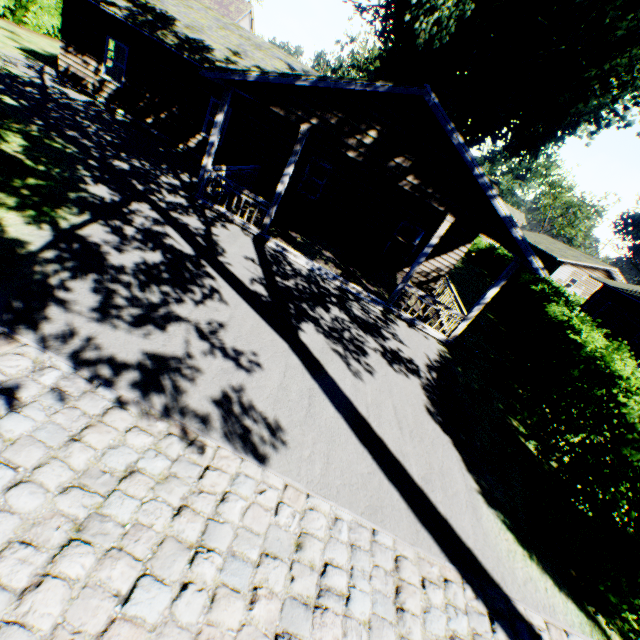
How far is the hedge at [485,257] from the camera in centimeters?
2542cm

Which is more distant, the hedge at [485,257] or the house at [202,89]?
the hedge at [485,257]

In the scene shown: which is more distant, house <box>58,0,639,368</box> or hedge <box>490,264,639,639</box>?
house <box>58,0,639,368</box>

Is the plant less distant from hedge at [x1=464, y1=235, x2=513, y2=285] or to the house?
the house

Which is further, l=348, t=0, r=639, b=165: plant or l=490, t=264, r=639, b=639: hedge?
l=348, t=0, r=639, b=165: plant

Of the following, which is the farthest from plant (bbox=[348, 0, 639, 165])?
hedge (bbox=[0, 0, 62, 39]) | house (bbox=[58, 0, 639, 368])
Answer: hedge (bbox=[0, 0, 62, 39])

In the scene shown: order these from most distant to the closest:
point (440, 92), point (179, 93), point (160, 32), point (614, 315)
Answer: point (440, 92) < point (614, 315) < point (179, 93) < point (160, 32)
